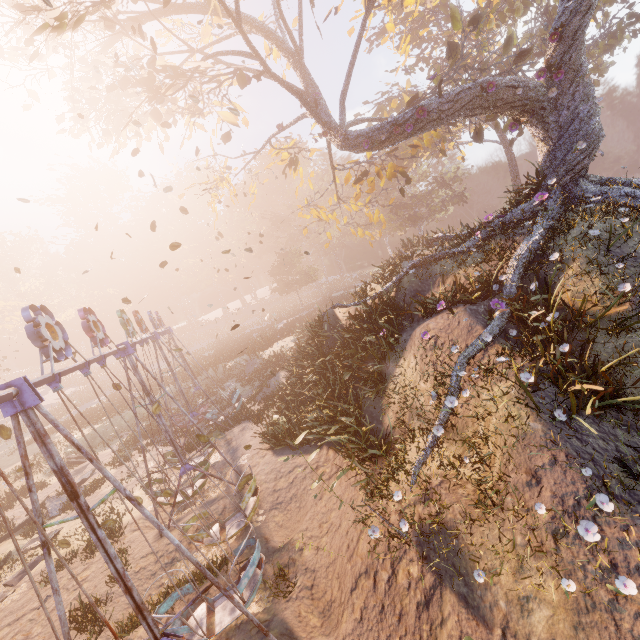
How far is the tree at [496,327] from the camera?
8.3m

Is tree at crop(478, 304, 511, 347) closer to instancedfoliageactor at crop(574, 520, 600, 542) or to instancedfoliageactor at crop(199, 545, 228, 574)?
instancedfoliageactor at crop(574, 520, 600, 542)

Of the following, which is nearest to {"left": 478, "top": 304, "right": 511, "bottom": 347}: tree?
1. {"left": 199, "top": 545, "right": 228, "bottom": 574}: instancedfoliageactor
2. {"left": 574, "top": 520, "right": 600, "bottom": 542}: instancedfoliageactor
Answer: {"left": 574, "top": 520, "right": 600, "bottom": 542}: instancedfoliageactor

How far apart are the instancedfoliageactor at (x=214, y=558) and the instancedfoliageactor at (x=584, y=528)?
8.66m

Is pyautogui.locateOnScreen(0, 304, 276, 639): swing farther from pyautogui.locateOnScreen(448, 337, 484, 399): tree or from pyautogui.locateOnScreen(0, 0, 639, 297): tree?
pyautogui.locateOnScreen(0, 0, 639, 297): tree

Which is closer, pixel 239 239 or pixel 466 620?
pixel 466 620

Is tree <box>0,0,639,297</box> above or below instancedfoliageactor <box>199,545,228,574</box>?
above
